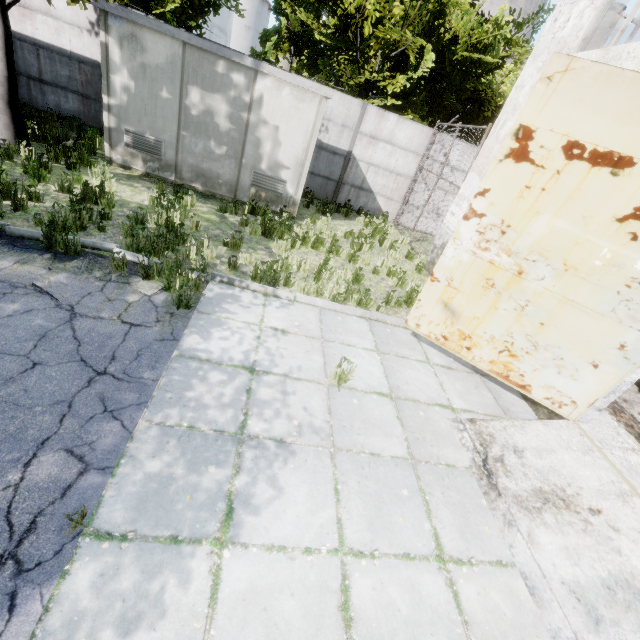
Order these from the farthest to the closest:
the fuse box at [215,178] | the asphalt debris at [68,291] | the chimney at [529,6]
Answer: the chimney at [529,6]
the fuse box at [215,178]
the asphalt debris at [68,291]

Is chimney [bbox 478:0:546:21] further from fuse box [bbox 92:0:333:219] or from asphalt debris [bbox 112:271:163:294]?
asphalt debris [bbox 112:271:163:294]

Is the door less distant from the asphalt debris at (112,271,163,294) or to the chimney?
the asphalt debris at (112,271,163,294)

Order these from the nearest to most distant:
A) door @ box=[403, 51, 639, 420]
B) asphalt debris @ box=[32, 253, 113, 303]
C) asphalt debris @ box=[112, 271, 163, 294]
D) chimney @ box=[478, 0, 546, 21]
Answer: door @ box=[403, 51, 639, 420]
asphalt debris @ box=[32, 253, 113, 303]
asphalt debris @ box=[112, 271, 163, 294]
chimney @ box=[478, 0, 546, 21]

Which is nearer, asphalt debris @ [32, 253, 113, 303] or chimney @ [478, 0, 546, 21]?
asphalt debris @ [32, 253, 113, 303]

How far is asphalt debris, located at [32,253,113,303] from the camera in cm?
415

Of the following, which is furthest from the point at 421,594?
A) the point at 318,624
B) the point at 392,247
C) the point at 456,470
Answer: the point at 392,247

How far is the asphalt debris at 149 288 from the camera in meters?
4.8 m
